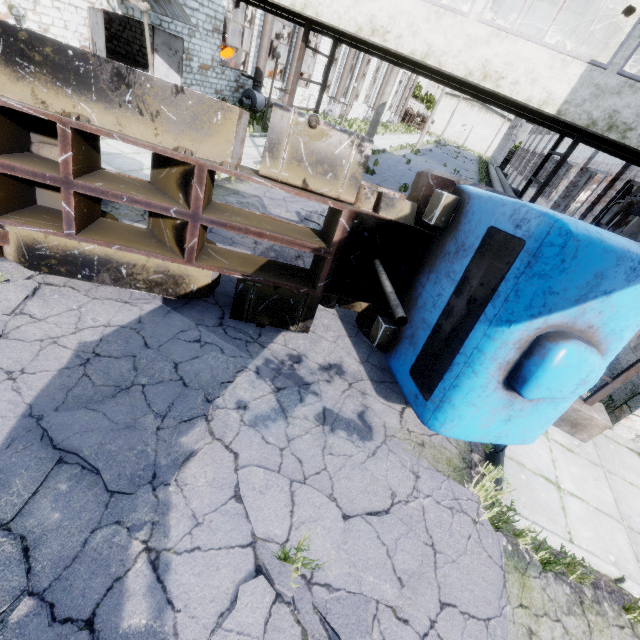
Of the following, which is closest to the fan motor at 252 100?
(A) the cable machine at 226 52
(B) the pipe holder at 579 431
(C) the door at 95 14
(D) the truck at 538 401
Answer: (A) the cable machine at 226 52

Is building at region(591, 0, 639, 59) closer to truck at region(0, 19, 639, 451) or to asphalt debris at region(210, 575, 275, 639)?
truck at region(0, 19, 639, 451)

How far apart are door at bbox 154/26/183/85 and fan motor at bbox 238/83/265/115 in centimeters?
475cm

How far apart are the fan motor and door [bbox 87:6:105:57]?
7.8 meters

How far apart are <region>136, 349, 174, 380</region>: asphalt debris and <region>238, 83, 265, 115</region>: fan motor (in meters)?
19.95

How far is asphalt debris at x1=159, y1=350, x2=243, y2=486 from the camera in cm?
335

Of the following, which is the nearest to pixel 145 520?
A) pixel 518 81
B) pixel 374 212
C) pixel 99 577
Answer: pixel 99 577

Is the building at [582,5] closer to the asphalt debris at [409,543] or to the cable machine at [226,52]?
the asphalt debris at [409,543]
